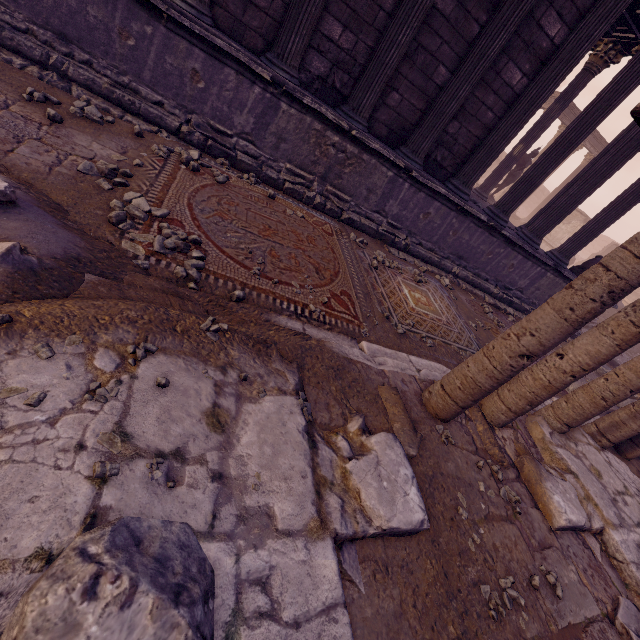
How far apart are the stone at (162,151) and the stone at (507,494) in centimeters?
481cm

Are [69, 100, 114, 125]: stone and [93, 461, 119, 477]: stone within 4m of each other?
no

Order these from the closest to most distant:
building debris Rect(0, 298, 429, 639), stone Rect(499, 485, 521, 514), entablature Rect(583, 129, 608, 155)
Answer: building debris Rect(0, 298, 429, 639)
stone Rect(499, 485, 521, 514)
entablature Rect(583, 129, 608, 155)

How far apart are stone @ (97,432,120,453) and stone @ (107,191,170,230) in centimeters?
173cm

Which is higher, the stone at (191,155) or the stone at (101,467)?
the stone at (101,467)

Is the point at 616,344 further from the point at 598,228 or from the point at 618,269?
the point at 598,228

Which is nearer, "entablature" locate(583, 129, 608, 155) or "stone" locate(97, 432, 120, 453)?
"stone" locate(97, 432, 120, 453)

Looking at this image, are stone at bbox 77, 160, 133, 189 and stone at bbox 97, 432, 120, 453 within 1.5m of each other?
no
